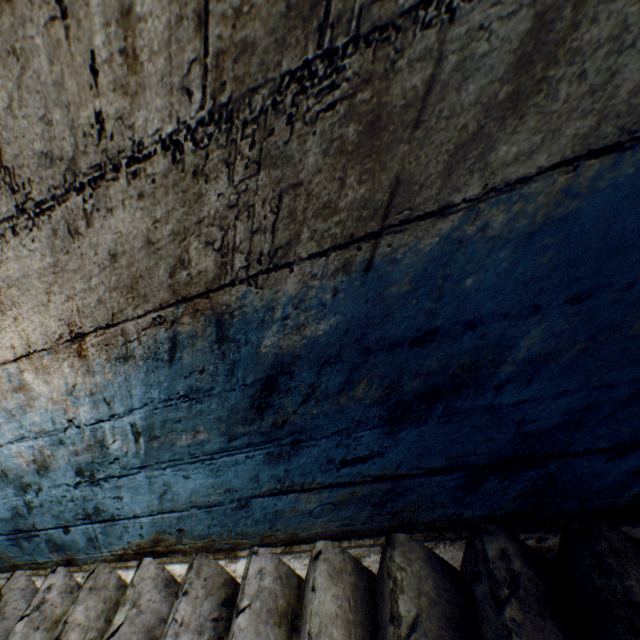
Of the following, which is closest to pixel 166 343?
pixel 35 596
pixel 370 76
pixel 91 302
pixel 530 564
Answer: pixel 91 302
